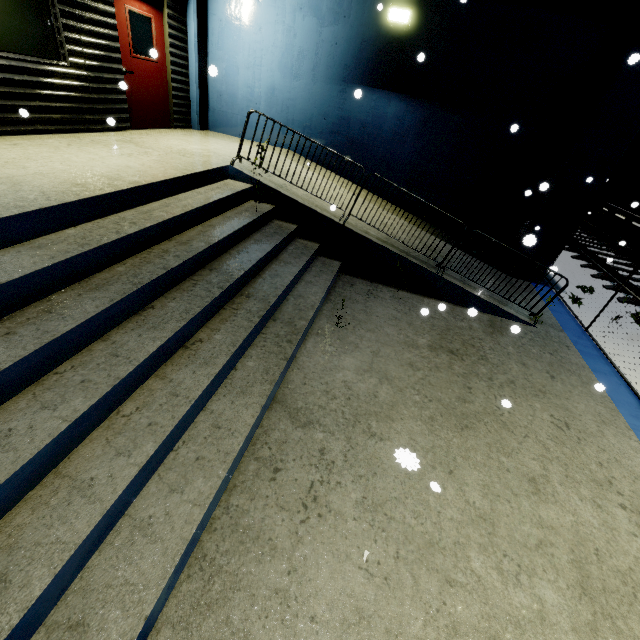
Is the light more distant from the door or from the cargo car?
the cargo car

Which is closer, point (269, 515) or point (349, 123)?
point (269, 515)

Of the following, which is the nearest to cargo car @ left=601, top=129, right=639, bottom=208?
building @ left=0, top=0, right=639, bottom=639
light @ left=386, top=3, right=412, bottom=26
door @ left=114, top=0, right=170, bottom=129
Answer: building @ left=0, top=0, right=639, bottom=639

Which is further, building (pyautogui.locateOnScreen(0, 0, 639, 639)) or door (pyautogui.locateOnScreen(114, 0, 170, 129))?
door (pyautogui.locateOnScreen(114, 0, 170, 129))

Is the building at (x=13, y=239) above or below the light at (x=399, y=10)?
below

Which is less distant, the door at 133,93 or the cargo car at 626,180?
the door at 133,93

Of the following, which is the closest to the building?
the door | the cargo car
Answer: the door
